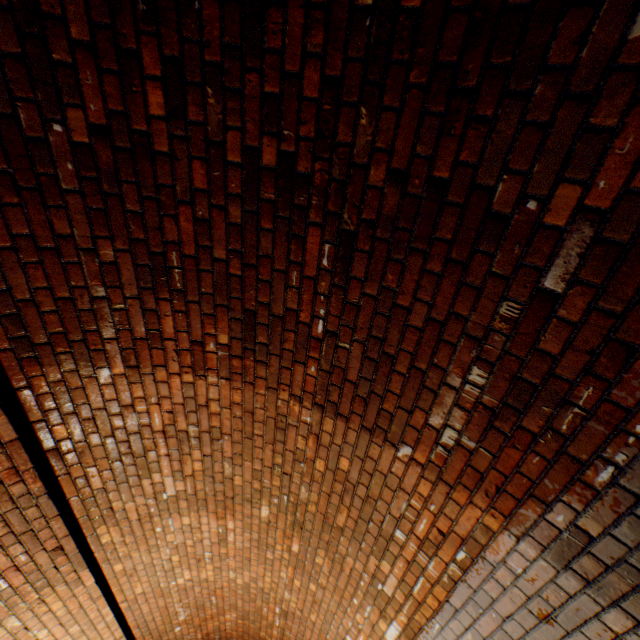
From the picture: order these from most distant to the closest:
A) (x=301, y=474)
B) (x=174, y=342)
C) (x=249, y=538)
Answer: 1. (x=249, y=538)
2. (x=301, y=474)
3. (x=174, y=342)
